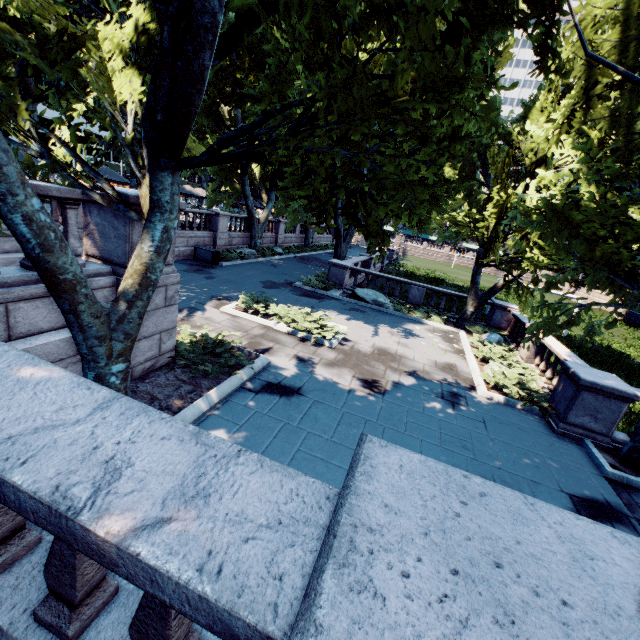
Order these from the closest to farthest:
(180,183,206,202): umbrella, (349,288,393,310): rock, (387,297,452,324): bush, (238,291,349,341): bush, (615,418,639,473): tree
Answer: (615,418,639,473): tree
(238,291,349,341): bush
(387,297,452,324): bush
(349,288,393,310): rock
(180,183,206,202): umbrella

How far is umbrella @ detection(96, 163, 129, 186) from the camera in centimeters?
1930cm

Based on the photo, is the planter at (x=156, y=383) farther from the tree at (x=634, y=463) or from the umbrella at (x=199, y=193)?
the umbrella at (x=199, y=193)

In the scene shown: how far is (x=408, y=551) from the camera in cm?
121

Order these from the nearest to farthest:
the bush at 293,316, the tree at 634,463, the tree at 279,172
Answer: the tree at 279,172, the tree at 634,463, the bush at 293,316

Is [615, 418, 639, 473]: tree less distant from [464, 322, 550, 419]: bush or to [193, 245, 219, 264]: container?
[464, 322, 550, 419]: bush

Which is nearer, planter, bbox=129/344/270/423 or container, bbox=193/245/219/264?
planter, bbox=129/344/270/423

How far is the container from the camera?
20.48m
